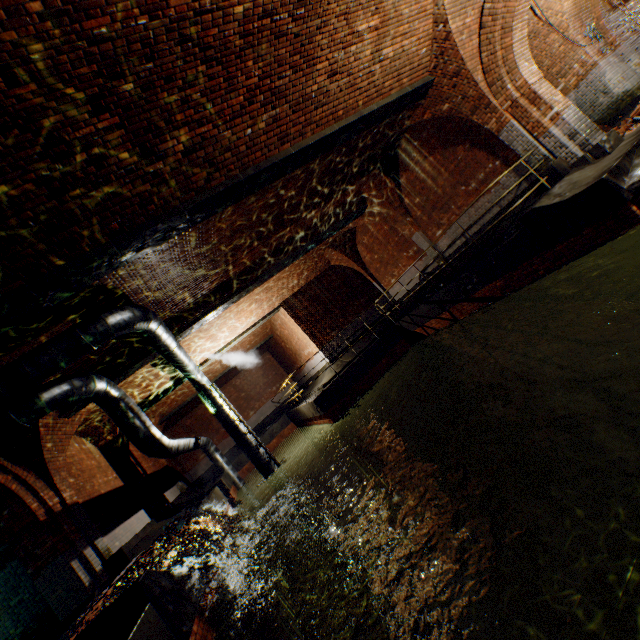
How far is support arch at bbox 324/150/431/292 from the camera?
11.6 meters

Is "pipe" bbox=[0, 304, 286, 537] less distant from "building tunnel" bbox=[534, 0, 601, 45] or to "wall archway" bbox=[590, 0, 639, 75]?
"building tunnel" bbox=[534, 0, 601, 45]

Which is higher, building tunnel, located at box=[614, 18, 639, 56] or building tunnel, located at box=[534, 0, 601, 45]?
building tunnel, located at box=[534, 0, 601, 45]

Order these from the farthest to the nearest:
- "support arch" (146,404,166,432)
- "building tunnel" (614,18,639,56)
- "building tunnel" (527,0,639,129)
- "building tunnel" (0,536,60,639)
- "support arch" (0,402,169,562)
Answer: "support arch" (146,404,166,432) → "building tunnel" (614,18,639,56) → "building tunnel" (527,0,639,129) → "support arch" (0,402,169,562) → "building tunnel" (0,536,60,639)

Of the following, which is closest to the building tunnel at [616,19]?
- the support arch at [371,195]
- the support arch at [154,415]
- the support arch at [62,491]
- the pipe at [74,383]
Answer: the support arch at [371,195]

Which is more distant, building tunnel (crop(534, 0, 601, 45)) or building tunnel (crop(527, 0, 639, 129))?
building tunnel (crop(527, 0, 639, 129))

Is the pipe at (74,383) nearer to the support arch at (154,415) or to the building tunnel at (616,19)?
the support arch at (154,415)

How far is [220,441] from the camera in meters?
22.4
